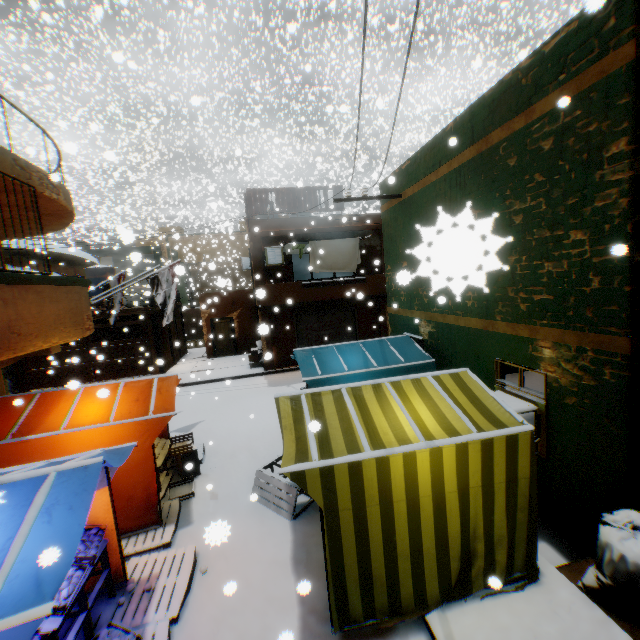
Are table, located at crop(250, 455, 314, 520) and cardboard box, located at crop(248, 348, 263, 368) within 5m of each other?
no

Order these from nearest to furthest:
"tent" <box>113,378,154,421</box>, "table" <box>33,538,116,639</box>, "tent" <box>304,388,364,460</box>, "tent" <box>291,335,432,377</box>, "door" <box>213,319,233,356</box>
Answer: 1. "table" <box>33,538,116,639</box>
2. "tent" <box>304,388,364,460</box>
3. "tent" <box>113,378,154,421</box>
4. "tent" <box>291,335,432,377</box>
5. "door" <box>213,319,233,356</box>

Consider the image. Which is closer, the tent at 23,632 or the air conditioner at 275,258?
the tent at 23,632

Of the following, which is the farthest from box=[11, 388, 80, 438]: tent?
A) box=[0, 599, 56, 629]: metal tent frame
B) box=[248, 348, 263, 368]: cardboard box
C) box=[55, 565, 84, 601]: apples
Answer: box=[248, 348, 263, 368]: cardboard box

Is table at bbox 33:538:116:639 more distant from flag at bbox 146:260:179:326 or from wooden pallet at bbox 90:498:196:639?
flag at bbox 146:260:179:326

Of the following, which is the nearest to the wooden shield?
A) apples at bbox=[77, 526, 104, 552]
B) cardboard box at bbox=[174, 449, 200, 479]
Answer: cardboard box at bbox=[174, 449, 200, 479]

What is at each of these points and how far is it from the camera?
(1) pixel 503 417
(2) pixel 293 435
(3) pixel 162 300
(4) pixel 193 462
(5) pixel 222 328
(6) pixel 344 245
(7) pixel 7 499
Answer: (1) tent, 4.2m
(2) tent, 4.2m
(3) flag, 9.9m
(4) cardboard box, 7.6m
(5) door, 20.4m
(6) dryer, 14.5m
(7) tent, 3.0m

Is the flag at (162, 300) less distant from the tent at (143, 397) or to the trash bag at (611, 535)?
the tent at (143, 397)
